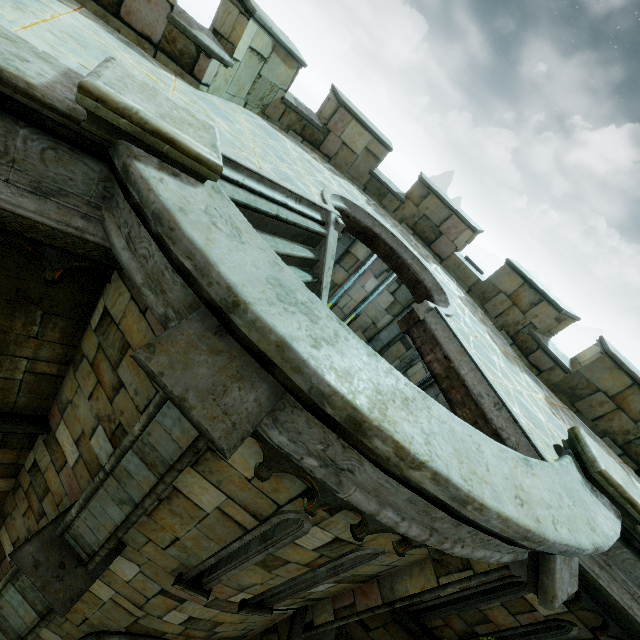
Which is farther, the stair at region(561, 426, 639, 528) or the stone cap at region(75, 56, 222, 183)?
Result: the stair at region(561, 426, 639, 528)

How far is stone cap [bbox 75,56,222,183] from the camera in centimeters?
212cm

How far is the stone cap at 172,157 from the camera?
2.12m

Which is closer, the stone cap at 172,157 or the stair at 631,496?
the stone cap at 172,157

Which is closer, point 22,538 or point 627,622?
point 627,622
